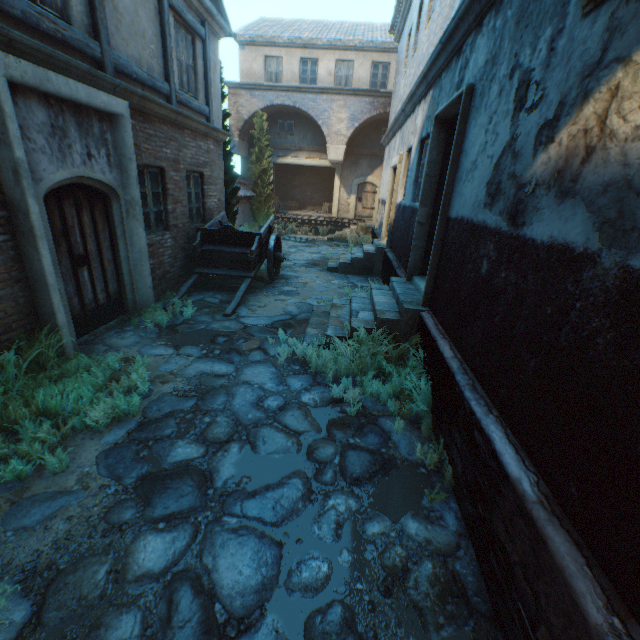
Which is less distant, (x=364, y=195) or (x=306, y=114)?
(x=306, y=114)

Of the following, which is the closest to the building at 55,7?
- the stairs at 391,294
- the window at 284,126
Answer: the stairs at 391,294

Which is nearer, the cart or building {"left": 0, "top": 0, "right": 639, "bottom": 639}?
building {"left": 0, "top": 0, "right": 639, "bottom": 639}

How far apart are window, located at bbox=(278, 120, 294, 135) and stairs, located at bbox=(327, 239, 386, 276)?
10.9m

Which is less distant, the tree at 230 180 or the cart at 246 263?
the cart at 246 263

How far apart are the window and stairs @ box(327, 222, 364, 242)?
6.3 meters

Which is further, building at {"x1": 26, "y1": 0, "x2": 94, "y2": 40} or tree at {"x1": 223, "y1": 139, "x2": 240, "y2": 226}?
tree at {"x1": 223, "y1": 139, "x2": 240, "y2": 226}

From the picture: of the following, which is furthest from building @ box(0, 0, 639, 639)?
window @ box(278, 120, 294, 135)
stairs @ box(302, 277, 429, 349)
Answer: window @ box(278, 120, 294, 135)
